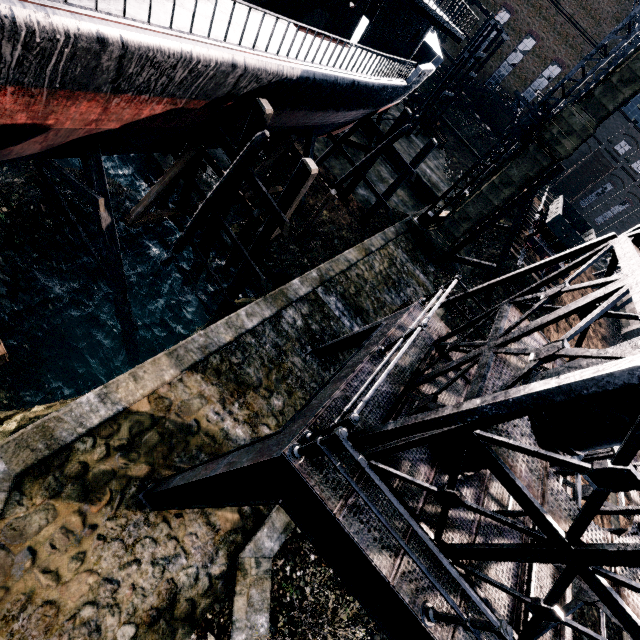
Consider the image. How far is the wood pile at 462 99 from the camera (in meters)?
51.78

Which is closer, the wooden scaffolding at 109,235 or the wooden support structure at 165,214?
the wooden scaffolding at 109,235

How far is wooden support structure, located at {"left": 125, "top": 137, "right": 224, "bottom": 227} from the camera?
13.6 meters

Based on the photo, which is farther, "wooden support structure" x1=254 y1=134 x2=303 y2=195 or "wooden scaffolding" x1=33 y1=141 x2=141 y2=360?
"wooden support structure" x1=254 y1=134 x2=303 y2=195

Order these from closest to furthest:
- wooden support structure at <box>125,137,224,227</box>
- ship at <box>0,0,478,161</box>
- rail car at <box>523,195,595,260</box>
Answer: ship at <box>0,0,478,161</box>
wooden support structure at <box>125,137,224,227</box>
rail car at <box>523,195,595,260</box>

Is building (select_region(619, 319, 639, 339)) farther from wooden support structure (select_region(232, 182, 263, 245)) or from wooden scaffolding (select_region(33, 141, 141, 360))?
wooden scaffolding (select_region(33, 141, 141, 360))

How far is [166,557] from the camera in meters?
8.0

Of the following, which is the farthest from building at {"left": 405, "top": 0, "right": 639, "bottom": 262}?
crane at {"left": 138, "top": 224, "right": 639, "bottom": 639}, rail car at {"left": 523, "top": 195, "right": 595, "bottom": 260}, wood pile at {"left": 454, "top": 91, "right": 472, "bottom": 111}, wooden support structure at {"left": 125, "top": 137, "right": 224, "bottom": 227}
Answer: crane at {"left": 138, "top": 224, "right": 639, "bottom": 639}
